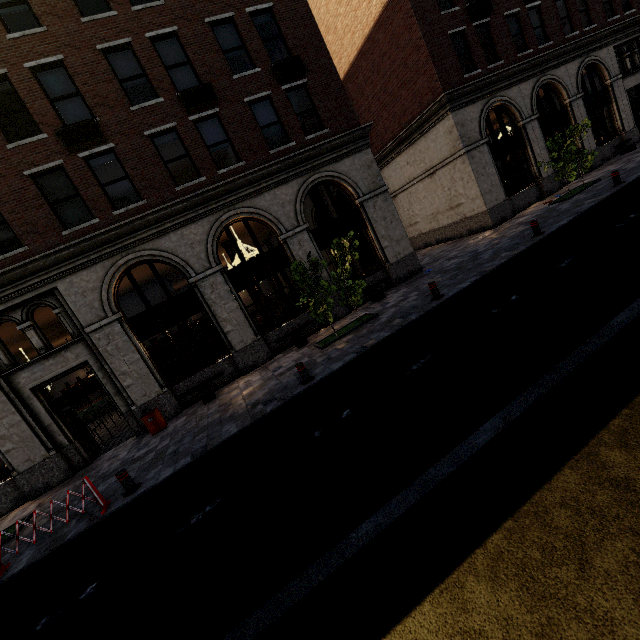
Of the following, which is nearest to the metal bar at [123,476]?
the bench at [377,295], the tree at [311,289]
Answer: the tree at [311,289]

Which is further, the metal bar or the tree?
the tree

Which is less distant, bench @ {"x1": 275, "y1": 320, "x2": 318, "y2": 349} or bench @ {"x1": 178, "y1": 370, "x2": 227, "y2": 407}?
bench @ {"x1": 178, "y1": 370, "x2": 227, "y2": 407}

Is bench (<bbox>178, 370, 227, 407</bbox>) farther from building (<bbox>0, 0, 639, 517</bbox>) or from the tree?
the tree

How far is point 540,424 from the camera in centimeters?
391cm

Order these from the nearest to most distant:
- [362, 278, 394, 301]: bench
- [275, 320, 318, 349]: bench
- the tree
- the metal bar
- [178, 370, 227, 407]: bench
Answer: the metal bar
the tree
[178, 370, 227, 407]: bench
[275, 320, 318, 349]: bench
[362, 278, 394, 301]: bench

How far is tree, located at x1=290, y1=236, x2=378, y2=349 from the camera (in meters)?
10.72

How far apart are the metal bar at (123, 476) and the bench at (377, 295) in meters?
9.8
